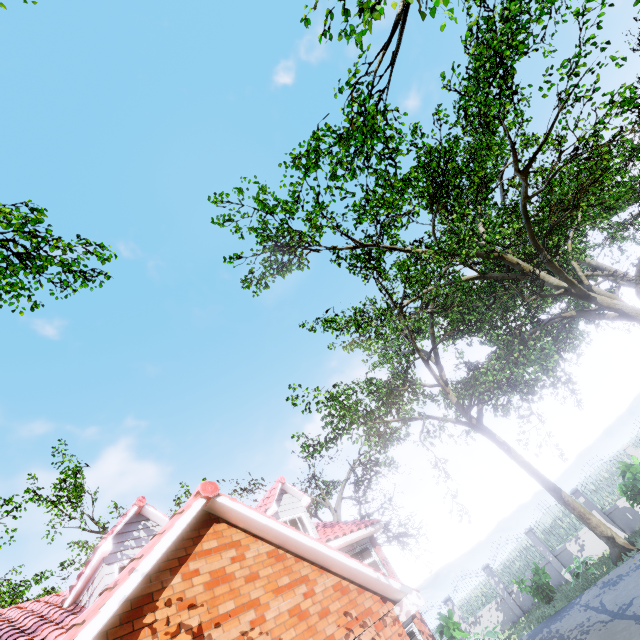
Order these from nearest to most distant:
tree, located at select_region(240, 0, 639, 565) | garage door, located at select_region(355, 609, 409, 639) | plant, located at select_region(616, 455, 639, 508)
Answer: garage door, located at select_region(355, 609, 409, 639) < tree, located at select_region(240, 0, 639, 565) < plant, located at select_region(616, 455, 639, 508)

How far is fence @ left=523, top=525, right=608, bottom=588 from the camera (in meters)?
15.48

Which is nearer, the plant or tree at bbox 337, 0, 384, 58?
tree at bbox 337, 0, 384, 58

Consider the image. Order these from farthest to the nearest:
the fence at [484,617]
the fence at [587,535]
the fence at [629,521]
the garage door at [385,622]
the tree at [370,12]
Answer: the fence at [484,617] < the fence at [587,535] < the fence at [629,521] < the garage door at [385,622] < the tree at [370,12]

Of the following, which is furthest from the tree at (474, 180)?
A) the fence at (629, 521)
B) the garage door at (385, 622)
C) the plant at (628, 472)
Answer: the garage door at (385, 622)

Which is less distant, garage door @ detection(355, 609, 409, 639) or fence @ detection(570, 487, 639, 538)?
garage door @ detection(355, 609, 409, 639)

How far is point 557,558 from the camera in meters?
16.2

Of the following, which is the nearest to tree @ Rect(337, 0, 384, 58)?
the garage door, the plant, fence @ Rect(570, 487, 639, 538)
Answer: fence @ Rect(570, 487, 639, 538)
